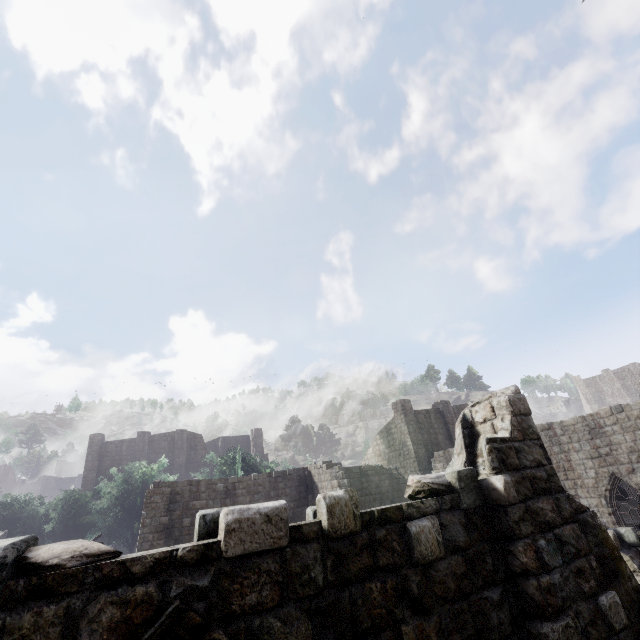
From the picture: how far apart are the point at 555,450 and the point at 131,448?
41.77m
